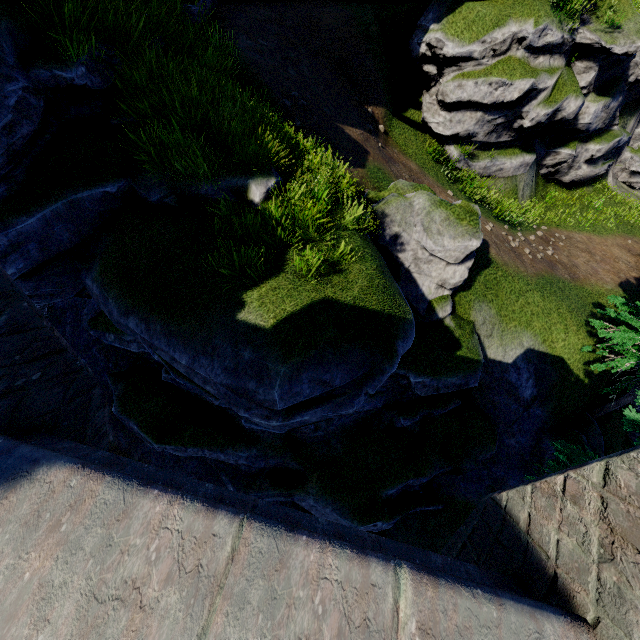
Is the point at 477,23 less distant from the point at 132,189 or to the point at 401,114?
the point at 401,114
